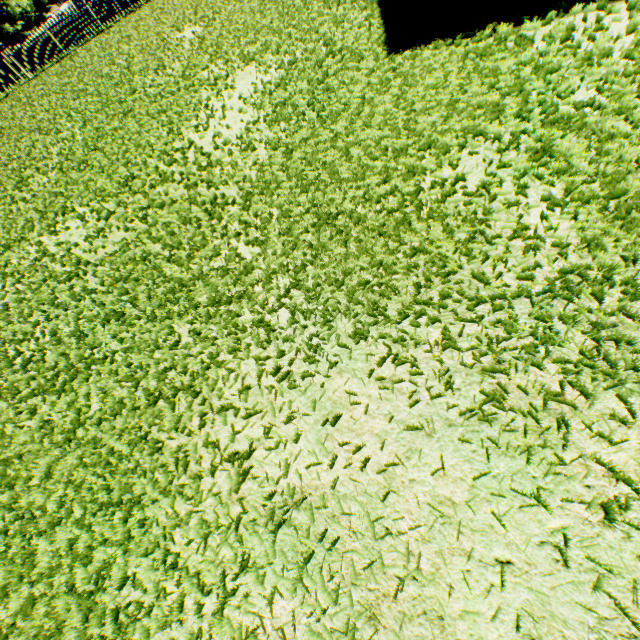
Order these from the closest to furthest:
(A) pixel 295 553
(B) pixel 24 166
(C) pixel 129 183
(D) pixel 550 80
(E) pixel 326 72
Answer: (A) pixel 295 553
(D) pixel 550 80
(E) pixel 326 72
(C) pixel 129 183
(B) pixel 24 166
